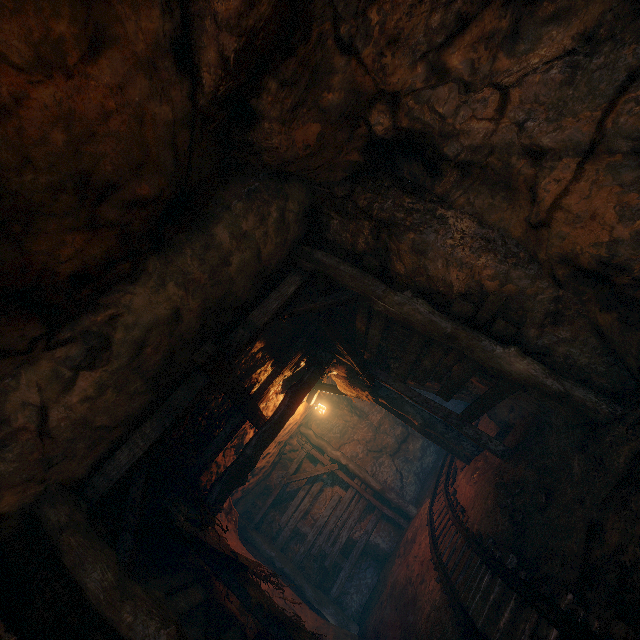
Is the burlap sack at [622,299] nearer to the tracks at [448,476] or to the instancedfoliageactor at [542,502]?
the tracks at [448,476]

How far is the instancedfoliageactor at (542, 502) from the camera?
3.75m

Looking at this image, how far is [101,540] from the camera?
3.1m

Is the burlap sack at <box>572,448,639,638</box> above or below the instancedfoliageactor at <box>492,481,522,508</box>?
below

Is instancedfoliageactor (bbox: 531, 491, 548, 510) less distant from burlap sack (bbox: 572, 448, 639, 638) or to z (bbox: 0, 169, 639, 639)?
z (bbox: 0, 169, 639, 639)

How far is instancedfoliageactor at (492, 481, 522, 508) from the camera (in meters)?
4.49

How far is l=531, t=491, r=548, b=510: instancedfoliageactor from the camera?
3.7m

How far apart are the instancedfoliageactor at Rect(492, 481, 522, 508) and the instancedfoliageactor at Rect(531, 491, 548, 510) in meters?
0.5 m
